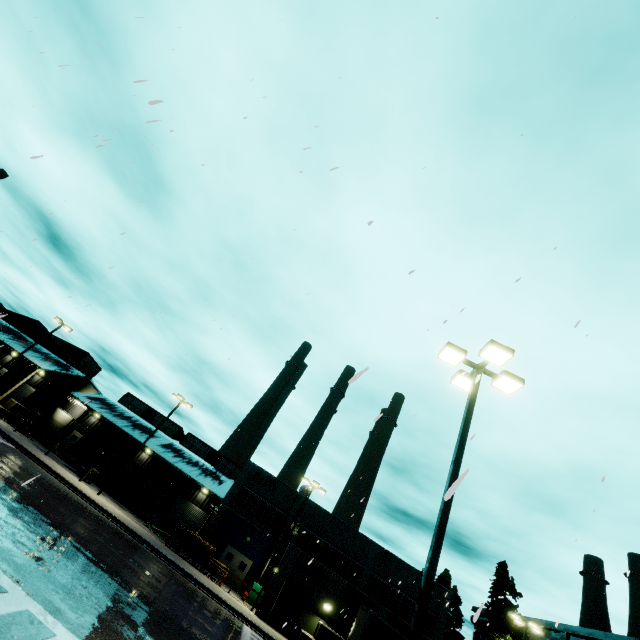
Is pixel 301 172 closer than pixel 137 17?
No

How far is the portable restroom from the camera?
35.1 meters

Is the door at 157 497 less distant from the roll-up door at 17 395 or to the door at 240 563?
the door at 240 563

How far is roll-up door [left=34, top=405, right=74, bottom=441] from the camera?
39.6m

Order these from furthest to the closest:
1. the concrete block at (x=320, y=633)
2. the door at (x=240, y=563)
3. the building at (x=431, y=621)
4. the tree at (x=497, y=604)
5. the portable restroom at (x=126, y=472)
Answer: the portable restroom at (x=126, y=472) < the door at (x=240, y=563) < the building at (x=431, y=621) < the tree at (x=497, y=604) < the concrete block at (x=320, y=633)

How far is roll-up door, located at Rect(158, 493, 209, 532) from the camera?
38.78m

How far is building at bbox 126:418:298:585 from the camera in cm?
3284

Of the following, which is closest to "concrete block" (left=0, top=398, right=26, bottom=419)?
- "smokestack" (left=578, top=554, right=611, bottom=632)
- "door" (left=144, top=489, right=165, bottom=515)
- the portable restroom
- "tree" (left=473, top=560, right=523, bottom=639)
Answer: the portable restroom
